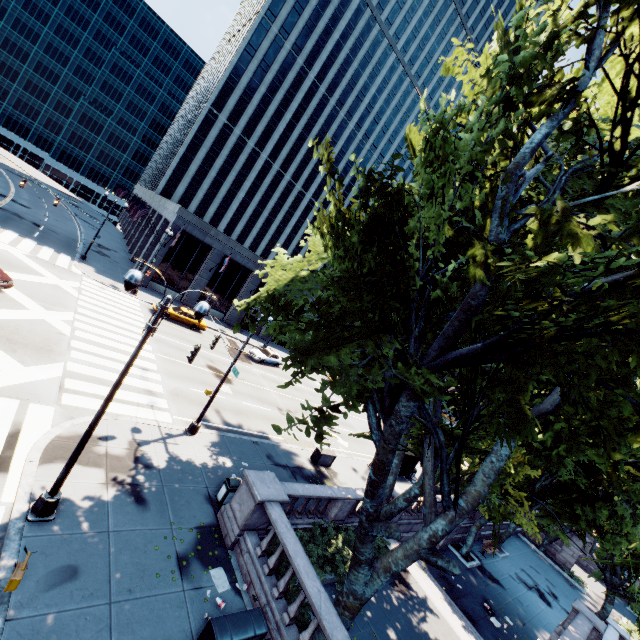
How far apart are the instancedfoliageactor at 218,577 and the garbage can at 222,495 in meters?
2.5

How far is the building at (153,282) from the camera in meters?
35.6

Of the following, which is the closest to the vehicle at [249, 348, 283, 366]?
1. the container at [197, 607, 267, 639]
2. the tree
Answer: the tree

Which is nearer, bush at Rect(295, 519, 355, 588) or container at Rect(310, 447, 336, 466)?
bush at Rect(295, 519, 355, 588)

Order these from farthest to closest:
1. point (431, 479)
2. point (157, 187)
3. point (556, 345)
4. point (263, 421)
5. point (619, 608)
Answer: point (157, 187)
point (619, 608)
point (263, 421)
point (431, 479)
point (556, 345)

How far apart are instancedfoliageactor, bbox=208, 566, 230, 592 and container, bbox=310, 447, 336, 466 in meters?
10.3 m

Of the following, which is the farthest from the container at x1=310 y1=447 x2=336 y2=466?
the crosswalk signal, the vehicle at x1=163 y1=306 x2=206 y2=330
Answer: the vehicle at x1=163 y1=306 x2=206 y2=330

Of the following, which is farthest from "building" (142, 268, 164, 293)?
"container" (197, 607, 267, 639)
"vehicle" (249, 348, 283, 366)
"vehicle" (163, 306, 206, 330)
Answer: "container" (197, 607, 267, 639)
